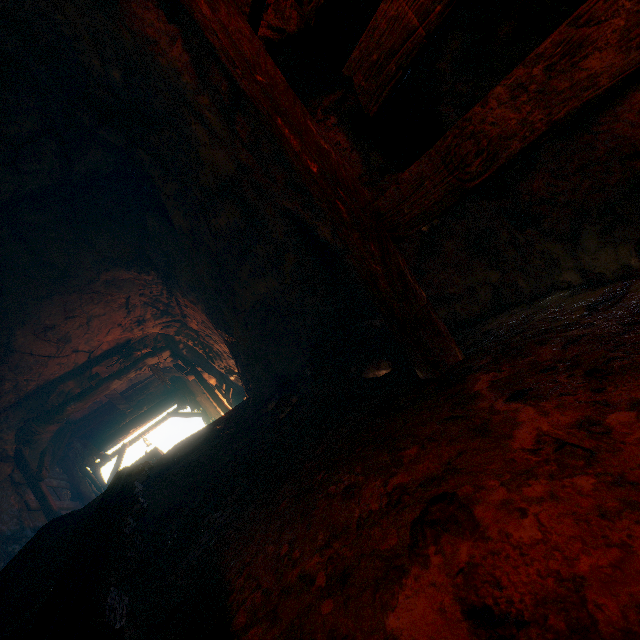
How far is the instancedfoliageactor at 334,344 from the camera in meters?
3.1 m

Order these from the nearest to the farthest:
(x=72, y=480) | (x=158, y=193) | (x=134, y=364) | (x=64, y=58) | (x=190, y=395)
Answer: (x=64, y=58)
(x=158, y=193)
(x=134, y=364)
(x=72, y=480)
(x=190, y=395)

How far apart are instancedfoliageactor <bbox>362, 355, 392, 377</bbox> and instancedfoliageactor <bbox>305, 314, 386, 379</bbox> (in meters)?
0.50

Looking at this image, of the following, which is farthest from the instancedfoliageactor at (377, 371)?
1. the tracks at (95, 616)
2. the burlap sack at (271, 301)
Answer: the tracks at (95, 616)

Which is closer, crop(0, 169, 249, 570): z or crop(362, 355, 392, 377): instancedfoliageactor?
crop(362, 355, 392, 377): instancedfoliageactor

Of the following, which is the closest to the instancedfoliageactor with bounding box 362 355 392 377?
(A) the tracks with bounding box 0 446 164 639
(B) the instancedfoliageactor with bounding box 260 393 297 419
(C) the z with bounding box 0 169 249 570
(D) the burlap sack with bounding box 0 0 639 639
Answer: (D) the burlap sack with bounding box 0 0 639 639

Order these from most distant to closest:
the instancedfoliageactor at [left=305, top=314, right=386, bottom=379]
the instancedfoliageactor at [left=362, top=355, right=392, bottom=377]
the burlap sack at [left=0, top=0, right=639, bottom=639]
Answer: the instancedfoliageactor at [left=305, top=314, right=386, bottom=379], the instancedfoliageactor at [left=362, top=355, right=392, bottom=377], the burlap sack at [left=0, top=0, right=639, bottom=639]

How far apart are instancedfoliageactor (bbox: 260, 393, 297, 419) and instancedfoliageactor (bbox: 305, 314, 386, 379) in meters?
0.5
